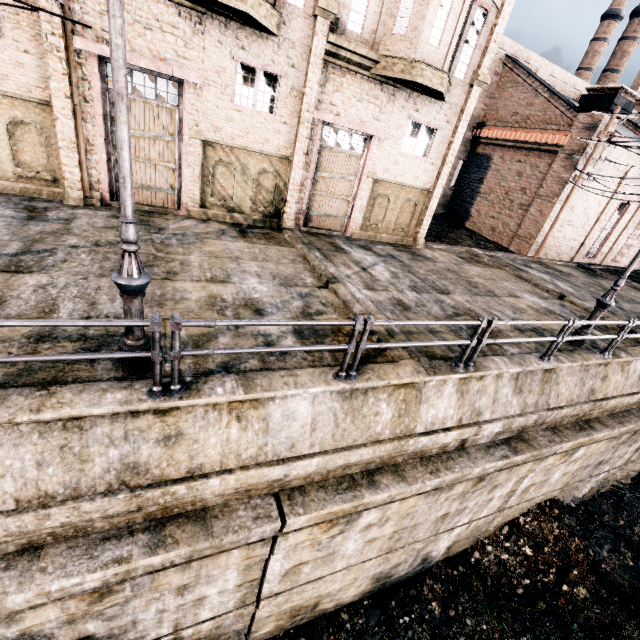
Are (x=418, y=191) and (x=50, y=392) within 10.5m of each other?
no

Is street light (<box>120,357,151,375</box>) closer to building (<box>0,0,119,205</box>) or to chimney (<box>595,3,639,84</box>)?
building (<box>0,0,119,205</box>)

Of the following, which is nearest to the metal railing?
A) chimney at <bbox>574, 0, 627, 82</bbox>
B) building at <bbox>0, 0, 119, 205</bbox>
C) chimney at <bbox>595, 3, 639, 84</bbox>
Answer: building at <bbox>0, 0, 119, 205</bbox>

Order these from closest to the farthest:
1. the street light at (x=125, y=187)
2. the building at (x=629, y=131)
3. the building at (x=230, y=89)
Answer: the street light at (x=125, y=187), the building at (x=230, y=89), the building at (x=629, y=131)

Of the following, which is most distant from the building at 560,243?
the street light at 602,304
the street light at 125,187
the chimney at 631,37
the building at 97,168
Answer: the street light at 125,187

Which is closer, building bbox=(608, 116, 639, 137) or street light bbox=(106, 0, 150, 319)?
street light bbox=(106, 0, 150, 319)

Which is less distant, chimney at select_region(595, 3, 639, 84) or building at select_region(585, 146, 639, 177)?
building at select_region(585, 146, 639, 177)

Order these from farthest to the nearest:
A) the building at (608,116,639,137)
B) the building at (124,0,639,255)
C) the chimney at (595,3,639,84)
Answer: the chimney at (595,3,639,84), the building at (608,116,639,137), the building at (124,0,639,255)
